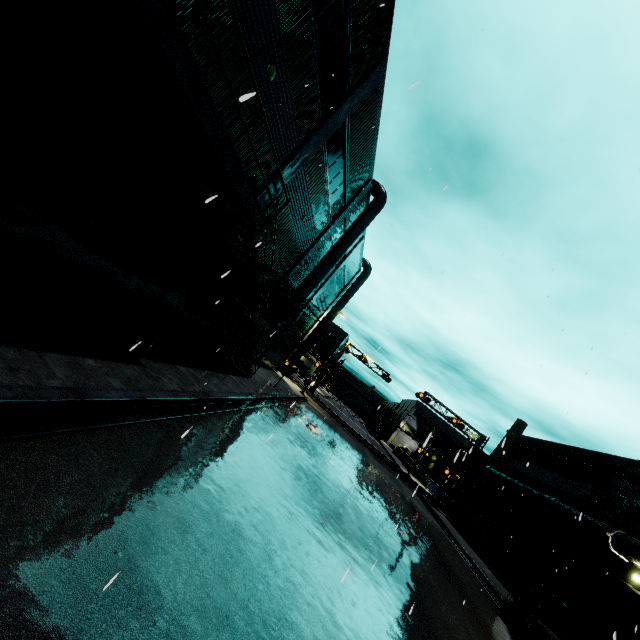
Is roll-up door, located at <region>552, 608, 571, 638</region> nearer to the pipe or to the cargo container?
the pipe

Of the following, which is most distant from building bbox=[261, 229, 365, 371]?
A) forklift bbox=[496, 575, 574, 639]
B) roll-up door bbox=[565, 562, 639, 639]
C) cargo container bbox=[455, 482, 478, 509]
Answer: forklift bbox=[496, 575, 574, 639]

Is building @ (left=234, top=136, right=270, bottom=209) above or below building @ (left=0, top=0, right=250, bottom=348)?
above

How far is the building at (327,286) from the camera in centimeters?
2745cm

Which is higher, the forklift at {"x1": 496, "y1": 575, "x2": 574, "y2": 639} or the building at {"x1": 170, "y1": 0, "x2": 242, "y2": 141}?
the building at {"x1": 170, "y1": 0, "x2": 242, "y2": 141}

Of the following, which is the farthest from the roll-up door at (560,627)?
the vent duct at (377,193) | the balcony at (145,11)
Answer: the balcony at (145,11)

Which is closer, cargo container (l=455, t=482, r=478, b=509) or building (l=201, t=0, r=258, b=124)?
building (l=201, t=0, r=258, b=124)

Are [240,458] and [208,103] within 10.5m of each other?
yes
